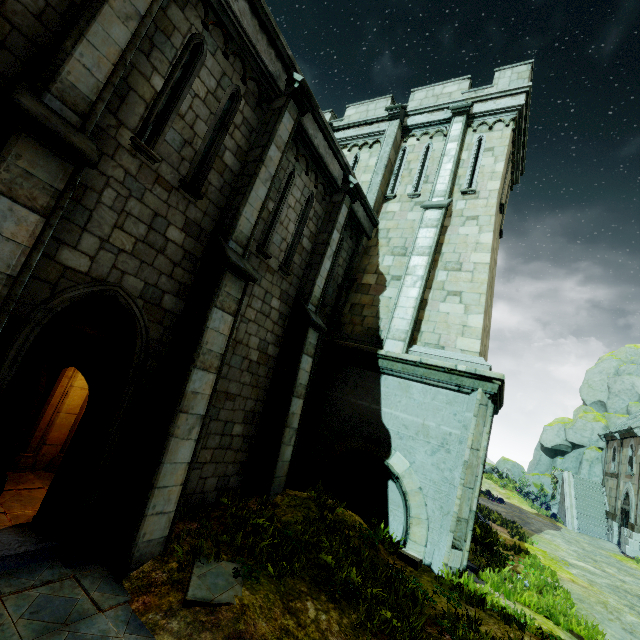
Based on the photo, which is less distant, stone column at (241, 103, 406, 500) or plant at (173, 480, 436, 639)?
plant at (173, 480, 436, 639)

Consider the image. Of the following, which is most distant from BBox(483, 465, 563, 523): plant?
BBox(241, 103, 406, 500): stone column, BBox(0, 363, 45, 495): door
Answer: BBox(0, 363, 45, 495): door

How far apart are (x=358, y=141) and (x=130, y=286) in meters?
13.1 m

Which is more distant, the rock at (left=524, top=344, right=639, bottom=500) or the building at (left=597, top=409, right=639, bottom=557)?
the rock at (left=524, top=344, right=639, bottom=500)

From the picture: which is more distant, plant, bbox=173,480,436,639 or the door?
plant, bbox=173,480,436,639

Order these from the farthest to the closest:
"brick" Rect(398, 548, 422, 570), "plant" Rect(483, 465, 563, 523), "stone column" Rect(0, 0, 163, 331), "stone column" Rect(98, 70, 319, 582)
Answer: "plant" Rect(483, 465, 563, 523)
"brick" Rect(398, 548, 422, 570)
"stone column" Rect(98, 70, 319, 582)
"stone column" Rect(0, 0, 163, 331)

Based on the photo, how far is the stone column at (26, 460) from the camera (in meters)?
A: 6.52

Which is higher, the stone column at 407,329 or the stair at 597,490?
the stone column at 407,329
